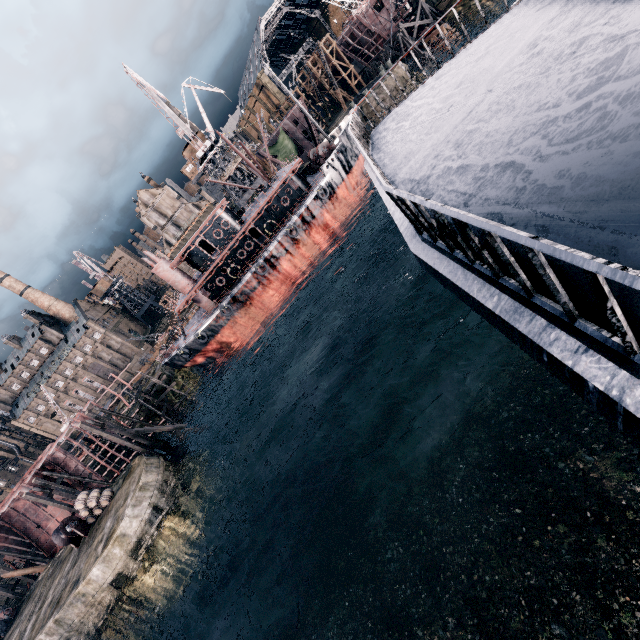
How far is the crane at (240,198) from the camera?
55.6 meters

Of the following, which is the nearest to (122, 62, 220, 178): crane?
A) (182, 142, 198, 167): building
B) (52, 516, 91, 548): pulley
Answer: (182, 142, 198, 167): building

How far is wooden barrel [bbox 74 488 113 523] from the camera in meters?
30.7

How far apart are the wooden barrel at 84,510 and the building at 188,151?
49.77m

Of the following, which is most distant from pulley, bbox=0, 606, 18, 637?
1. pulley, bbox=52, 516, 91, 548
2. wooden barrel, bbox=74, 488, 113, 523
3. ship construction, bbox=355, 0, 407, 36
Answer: ship construction, bbox=355, 0, 407, 36

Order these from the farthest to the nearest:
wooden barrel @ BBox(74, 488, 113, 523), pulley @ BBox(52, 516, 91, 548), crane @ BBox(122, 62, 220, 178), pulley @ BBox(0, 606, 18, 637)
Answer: crane @ BBox(122, 62, 220, 178), pulley @ BBox(0, 606, 18, 637), wooden barrel @ BBox(74, 488, 113, 523), pulley @ BBox(52, 516, 91, 548)

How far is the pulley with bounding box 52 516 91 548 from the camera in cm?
3016

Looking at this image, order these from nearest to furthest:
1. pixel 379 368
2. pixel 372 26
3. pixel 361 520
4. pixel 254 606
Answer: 1. pixel 361 520
2. pixel 254 606
3. pixel 379 368
4. pixel 372 26
